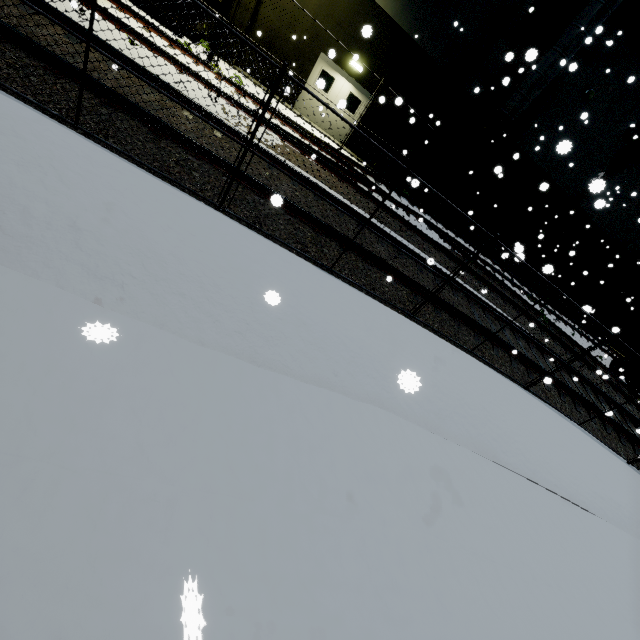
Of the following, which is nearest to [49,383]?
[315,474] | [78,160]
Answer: [315,474]

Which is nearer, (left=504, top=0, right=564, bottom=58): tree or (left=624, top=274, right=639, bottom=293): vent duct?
(left=504, top=0, right=564, bottom=58): tree

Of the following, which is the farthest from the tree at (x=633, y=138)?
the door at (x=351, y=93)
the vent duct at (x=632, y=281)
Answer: the door at (x=351, y=93)

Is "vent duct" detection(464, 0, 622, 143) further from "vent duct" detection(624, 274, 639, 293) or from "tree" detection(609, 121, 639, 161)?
"vent duct" detection(624, 274, 639, 293)

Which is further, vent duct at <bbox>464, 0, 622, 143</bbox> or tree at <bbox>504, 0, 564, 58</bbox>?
tree at <bbox>504, 0, 564, 58</bbox>

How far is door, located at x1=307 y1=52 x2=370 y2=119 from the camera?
14.3m

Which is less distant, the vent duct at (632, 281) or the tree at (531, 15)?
the tree at (531, 15)
